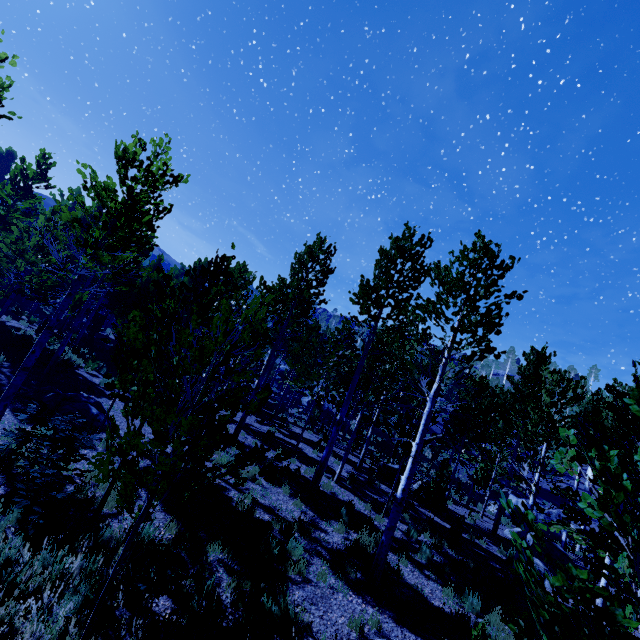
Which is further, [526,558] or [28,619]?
[28,619]

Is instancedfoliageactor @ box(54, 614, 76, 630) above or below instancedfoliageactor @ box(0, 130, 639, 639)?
below

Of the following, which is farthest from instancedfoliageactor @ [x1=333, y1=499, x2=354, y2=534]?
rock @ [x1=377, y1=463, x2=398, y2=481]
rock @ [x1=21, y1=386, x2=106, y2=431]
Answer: rock @ [x1=21, y1=386, x2=106, y2=431]

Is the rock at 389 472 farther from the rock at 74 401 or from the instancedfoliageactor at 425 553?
the rock at 74 401

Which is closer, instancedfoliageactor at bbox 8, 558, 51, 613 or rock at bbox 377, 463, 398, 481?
instancedfoliageactor at bbox 8, 558, 51, 613

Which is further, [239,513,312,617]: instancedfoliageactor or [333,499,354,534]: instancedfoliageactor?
[333,499,354,534]: instancedfoliageactor

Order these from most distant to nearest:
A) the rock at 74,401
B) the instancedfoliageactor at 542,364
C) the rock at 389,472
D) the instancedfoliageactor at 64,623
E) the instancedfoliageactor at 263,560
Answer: the rock at 389,472, the rock at 74,401, the instancedfoliageactor at 263,560, the instancedfoliageactor at 64,623, the instancedfoliageactor at 542,364
